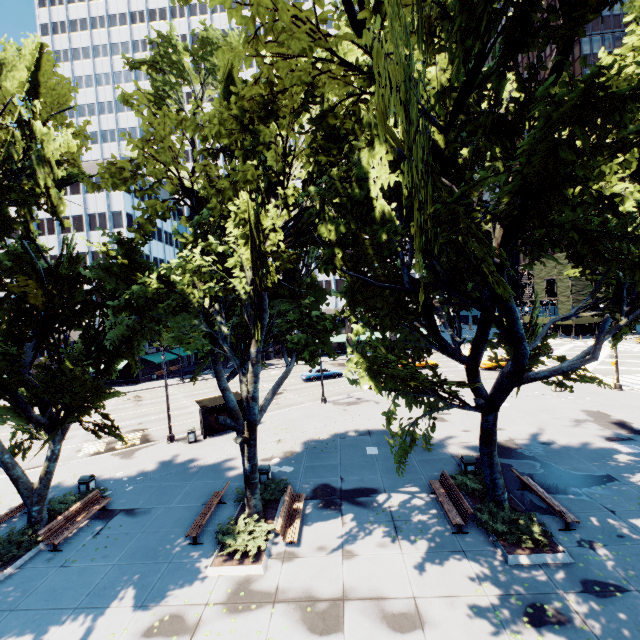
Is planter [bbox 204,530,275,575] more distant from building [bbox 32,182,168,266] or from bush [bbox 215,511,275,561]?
building [bbox 32,182,168,266]

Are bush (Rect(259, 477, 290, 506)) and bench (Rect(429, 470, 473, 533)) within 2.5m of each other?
no

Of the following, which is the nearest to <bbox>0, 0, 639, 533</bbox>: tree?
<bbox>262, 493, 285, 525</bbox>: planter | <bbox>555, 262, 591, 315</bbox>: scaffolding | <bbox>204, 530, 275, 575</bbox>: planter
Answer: <bbox>262, 493, 285, 525</bbox>: planter

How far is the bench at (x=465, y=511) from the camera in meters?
11.4

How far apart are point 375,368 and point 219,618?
8.32m

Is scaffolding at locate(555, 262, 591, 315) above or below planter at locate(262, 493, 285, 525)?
above

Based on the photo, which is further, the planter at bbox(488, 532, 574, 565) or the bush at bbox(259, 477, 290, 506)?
the bush at bbox(259, 477, 290, 506)

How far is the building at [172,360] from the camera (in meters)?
52.75
